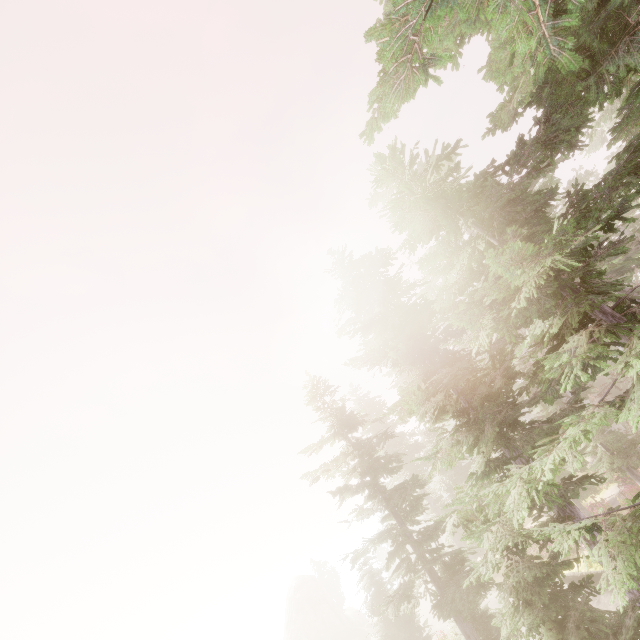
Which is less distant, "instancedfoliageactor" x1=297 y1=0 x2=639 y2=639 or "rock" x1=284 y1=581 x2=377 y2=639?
"instancedfoliageactor" x1=297 y1=0 x2=639 y2=639

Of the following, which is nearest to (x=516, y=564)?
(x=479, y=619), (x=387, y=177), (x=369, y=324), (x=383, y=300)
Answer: (x=369, y=324)

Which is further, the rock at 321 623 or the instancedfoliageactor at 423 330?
the rock at 321 623
